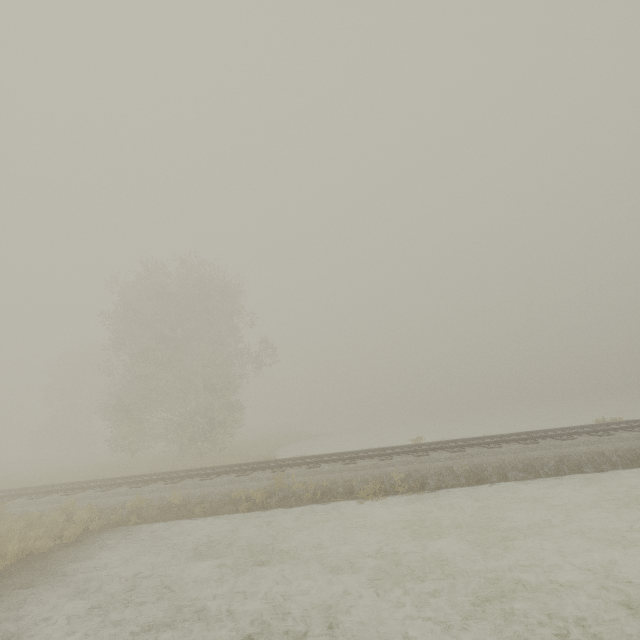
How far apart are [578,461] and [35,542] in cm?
1673
